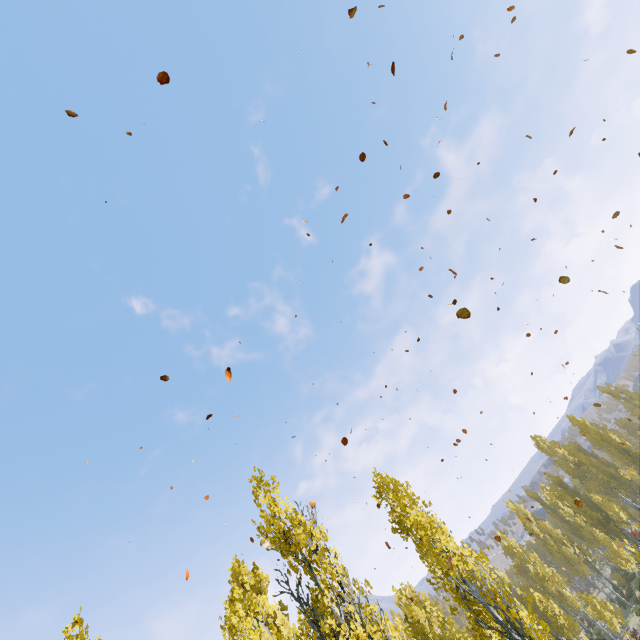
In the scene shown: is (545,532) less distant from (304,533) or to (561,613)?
(561,613)

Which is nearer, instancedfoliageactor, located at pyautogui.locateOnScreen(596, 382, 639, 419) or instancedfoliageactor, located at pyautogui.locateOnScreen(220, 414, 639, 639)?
instancedfoliageactor, located at pyautogui.locateOnScreen(220, 414, 639, 639)

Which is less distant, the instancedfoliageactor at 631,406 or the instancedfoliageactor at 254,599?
the instancedfoliageactor at 254,599
